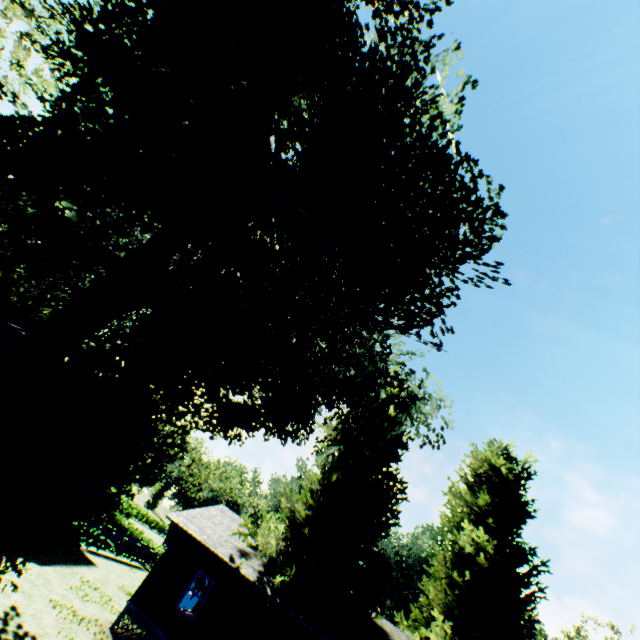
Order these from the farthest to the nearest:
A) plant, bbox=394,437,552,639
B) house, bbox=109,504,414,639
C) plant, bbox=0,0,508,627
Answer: plant, bbox=394,437,552,639 < house, bbox=109,504,414,639 < plant, bbox=0,0,508,627

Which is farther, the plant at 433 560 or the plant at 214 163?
the plant at 433 560

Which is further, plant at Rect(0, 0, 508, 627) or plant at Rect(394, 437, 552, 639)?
plant at Rect(394, 437, 552, 639)

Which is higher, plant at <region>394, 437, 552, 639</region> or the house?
plant at <region>394, 437, 552, 639</region>

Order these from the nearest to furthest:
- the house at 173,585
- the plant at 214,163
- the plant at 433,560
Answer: the plant at 214,163
the house at 173,585
the plant at 433,560

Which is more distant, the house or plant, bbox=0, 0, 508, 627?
the house

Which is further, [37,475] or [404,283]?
[404,283]
